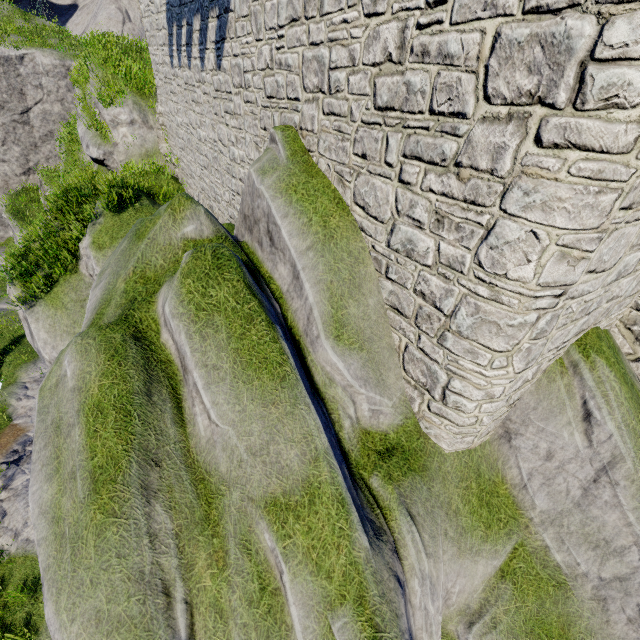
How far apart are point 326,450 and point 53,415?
3.4m
